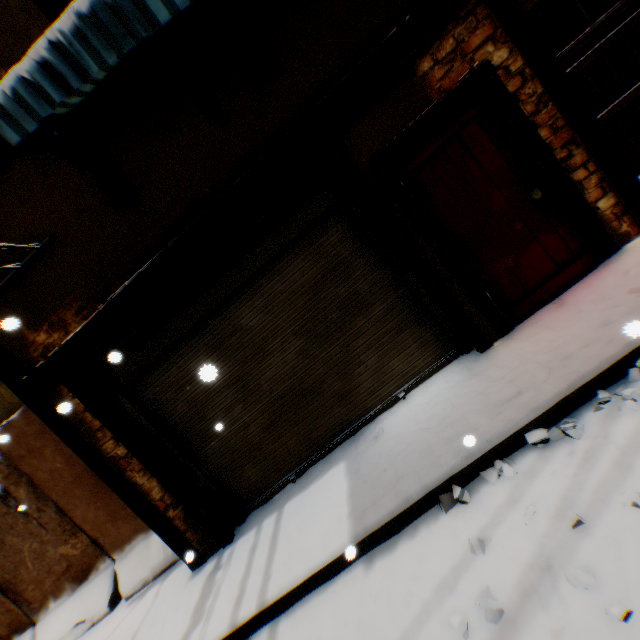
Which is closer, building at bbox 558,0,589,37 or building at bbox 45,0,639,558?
building at bbox 45,0,639,558

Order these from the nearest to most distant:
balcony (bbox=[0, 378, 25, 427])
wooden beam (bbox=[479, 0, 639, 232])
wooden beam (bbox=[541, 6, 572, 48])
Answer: wooden beam (bbox=[479, 0, 639, 232]), balcony (bbox=[0, 378, 25, 427]), wooden beam (bbox=[541, 6, 572, 48])

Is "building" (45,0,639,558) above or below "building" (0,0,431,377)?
below

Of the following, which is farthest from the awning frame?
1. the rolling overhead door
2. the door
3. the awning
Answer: the door

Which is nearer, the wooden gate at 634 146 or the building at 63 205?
the building at 63 205

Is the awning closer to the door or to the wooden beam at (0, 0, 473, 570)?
the wooden beam at (0, 0, 473, 570)

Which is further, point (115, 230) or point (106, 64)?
point (115, 230)

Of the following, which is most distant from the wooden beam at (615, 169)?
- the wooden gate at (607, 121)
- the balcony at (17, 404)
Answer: the balcony at (17, 404)
